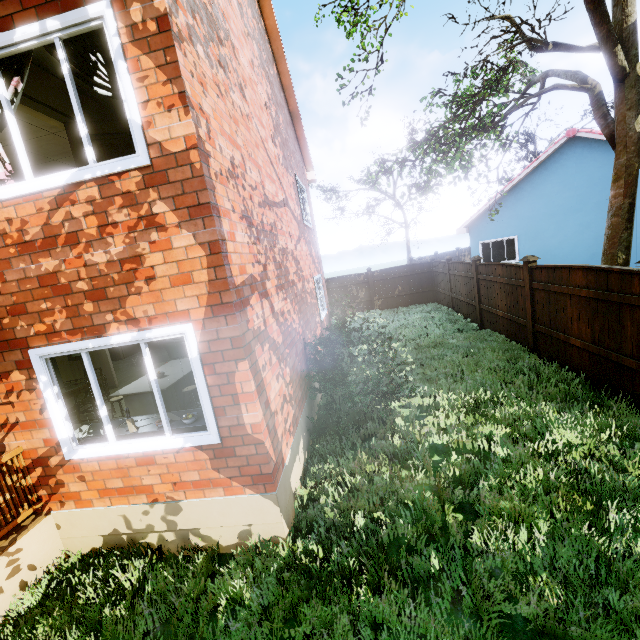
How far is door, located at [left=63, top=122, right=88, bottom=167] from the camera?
4.7 meters

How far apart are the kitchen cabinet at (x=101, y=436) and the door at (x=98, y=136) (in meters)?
1.91

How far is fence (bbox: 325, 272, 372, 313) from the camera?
17.7 meters

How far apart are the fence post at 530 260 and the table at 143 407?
7.67m

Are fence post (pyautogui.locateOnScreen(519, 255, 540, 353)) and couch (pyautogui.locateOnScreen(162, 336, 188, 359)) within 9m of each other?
no

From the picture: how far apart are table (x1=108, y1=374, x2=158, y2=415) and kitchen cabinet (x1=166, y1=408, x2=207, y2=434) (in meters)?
1.17

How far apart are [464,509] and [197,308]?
4.0 meters

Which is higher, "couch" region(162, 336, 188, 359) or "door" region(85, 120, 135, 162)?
"door" region(85, 120, 135, 162)
